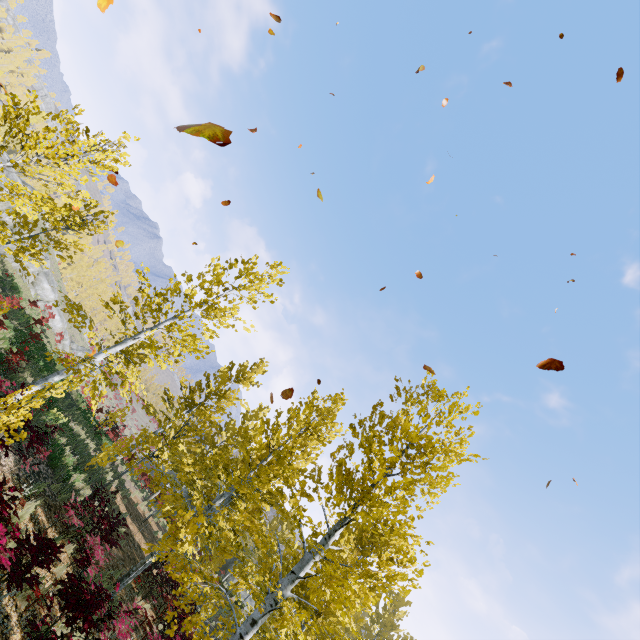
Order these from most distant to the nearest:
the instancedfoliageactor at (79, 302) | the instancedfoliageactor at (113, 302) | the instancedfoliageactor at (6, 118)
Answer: the instancedfoliageactor at (79, 302)
the instancedfoliageactor at (113, 302)
the instancedfoliageactor at (6, 118)

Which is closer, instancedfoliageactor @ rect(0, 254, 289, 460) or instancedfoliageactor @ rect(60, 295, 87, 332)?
instancedfoliageactor @ rect(0, 254, 289, 460)

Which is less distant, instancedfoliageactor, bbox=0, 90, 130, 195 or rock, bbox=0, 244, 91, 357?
instancedfoliageactor, bbox=0, 90, 130, 195

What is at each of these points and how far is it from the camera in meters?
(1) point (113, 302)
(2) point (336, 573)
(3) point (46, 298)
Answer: (1) instancedfoliageactor, 12.1
(2) instancedfoliageactor, 5.7
(3) rock, 31.3

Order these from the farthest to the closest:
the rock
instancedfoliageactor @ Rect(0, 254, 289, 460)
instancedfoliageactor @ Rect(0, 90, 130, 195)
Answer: the rock → instancedfoliageactor @ Rect(0, 254, 289, 460) → instancedfoliageactor @ Rect(0, 90, 130, 195)

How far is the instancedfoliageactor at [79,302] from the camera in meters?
9.2 m
